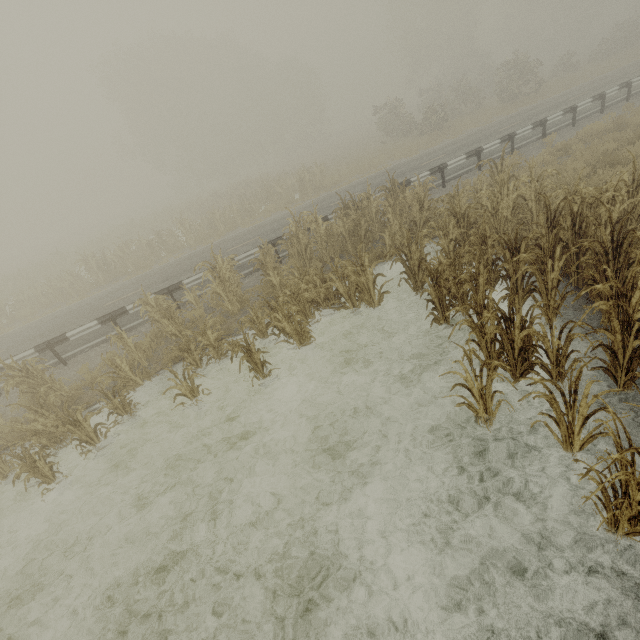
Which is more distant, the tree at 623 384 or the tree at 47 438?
the tree at 47 438

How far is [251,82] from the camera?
40.8m

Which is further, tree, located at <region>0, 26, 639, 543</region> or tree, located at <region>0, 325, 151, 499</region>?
tree, located at <region>0, 325, 151, 499</region>
